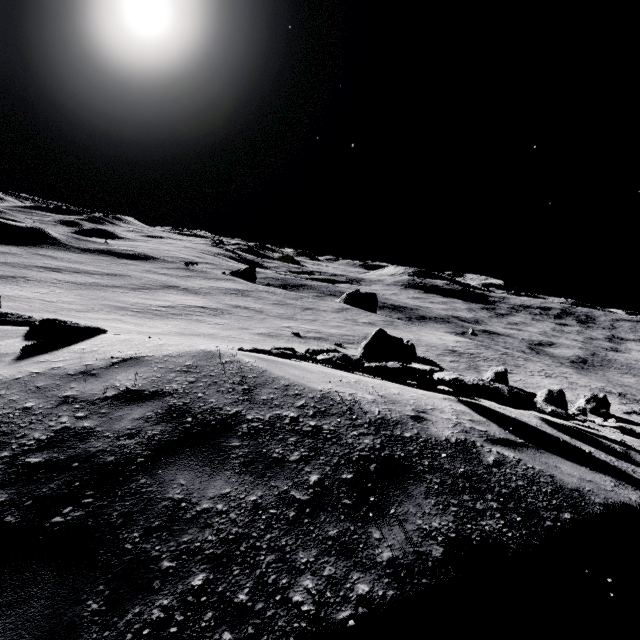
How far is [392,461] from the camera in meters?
3.8
